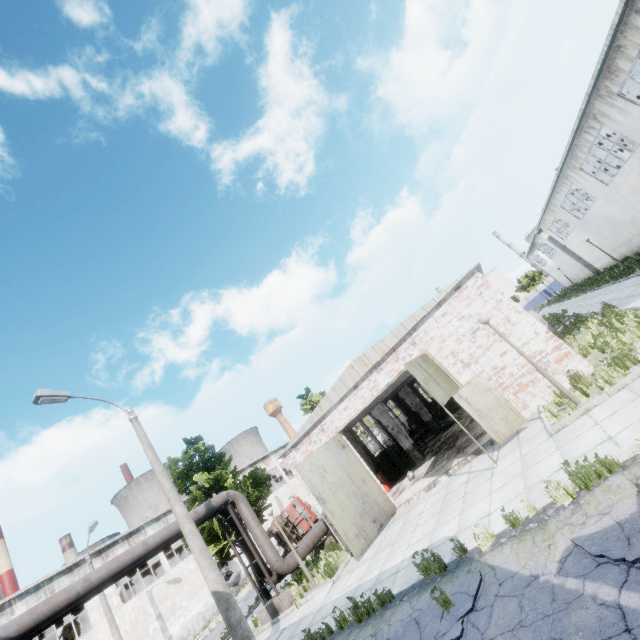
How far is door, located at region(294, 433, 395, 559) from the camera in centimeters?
1208cm

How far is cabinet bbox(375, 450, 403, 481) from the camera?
19.31m

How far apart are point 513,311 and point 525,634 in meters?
9.6

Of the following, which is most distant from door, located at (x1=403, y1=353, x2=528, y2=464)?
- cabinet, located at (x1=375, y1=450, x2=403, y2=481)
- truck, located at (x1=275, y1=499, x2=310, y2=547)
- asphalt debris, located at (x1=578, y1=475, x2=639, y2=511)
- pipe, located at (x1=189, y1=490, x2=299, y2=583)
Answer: truck, located at (x1=275, y1=499, x2=310, y2=547)

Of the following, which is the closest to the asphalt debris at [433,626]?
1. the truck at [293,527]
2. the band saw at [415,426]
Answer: the band saw at [415,426]

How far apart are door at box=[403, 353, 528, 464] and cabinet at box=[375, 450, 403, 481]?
9.3 meters

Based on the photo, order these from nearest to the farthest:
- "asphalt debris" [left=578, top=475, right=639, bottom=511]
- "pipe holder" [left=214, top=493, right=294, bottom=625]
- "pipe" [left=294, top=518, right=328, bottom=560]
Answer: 1. "asphalt debris" [left=578, top=475, right=639, bottom=511]
2. "pipe holder" [left=214, top=493, right=294, bottom=625]
3. "pipe" [left=294, top=518, right=328, bottom=560]

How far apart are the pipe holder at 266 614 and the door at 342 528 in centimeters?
415cm
